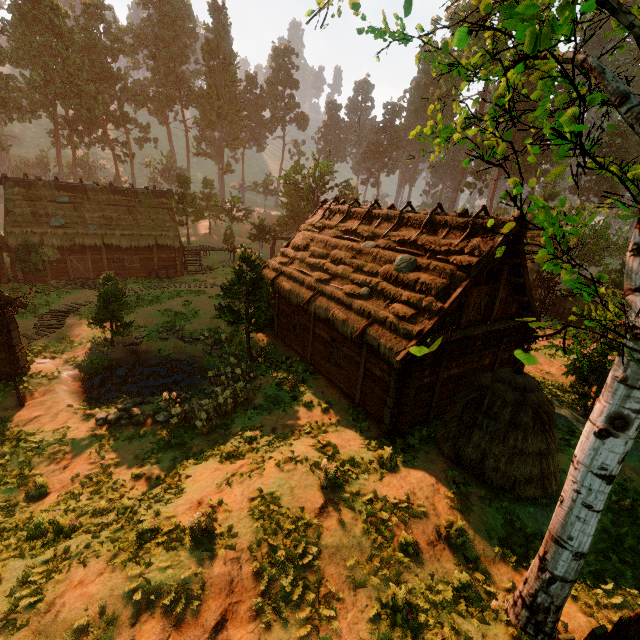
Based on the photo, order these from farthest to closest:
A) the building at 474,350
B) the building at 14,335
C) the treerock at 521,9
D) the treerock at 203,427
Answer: the building at 14,335, the treerock at 203,427, the building at 474,350, the treerock at 521,9

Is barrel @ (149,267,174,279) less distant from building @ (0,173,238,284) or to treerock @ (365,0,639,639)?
building @ (0,173,238,284)

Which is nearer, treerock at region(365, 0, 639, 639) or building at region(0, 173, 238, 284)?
treerock at region(365, 0, 639, 639)

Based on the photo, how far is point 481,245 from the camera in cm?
1121

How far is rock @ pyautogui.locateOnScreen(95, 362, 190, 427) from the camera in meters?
12.9

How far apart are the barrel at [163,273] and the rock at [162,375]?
17.7m

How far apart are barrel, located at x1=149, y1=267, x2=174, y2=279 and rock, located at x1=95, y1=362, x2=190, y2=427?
17.7 meters

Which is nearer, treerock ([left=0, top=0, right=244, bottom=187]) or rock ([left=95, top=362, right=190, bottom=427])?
rock ([left=95, top=362, right=190, bottom=427])
